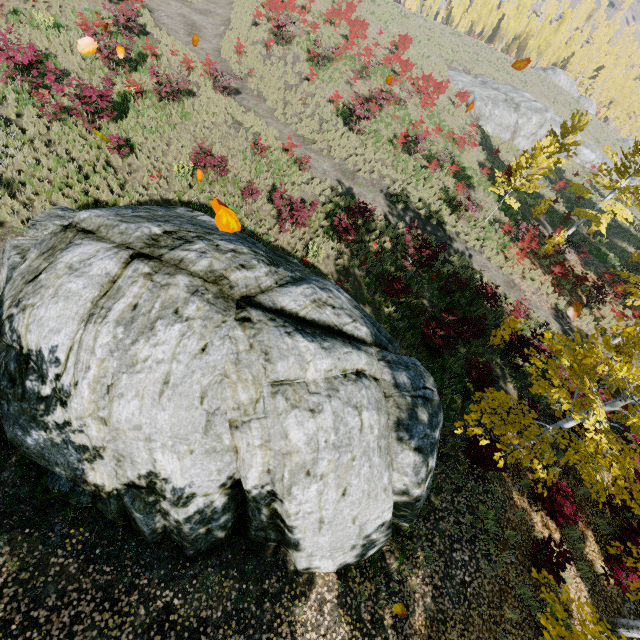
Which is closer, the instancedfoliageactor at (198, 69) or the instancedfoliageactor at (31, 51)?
the instancedfoliageactor at (31, 51)

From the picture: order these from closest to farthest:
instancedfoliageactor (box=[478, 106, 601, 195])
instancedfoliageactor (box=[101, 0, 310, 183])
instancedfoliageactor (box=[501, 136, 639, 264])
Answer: instancedfoliageactor (box=[101, 0, 310, 183]) < instancedfoliageactor (box=[478, 106, 601, 195]) < instancedfoliageactor (box=[501, 136, 639, 264])

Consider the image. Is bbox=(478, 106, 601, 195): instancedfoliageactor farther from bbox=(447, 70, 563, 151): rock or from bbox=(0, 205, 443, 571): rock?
bbox=(447, 70, 563, 151): rock

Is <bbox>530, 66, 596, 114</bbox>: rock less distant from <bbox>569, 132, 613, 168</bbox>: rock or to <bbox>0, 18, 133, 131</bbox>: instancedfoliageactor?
<bbox>0, 18, 133, 131</bbox>: instancedfoliageactor

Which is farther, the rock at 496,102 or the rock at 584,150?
the rock at 584,150

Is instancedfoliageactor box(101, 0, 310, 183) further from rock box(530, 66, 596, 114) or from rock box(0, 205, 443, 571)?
rock box(530, 66, 596, 114)

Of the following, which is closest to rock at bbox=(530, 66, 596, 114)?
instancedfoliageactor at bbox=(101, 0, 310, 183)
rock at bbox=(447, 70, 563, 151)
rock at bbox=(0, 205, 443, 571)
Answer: instancedfoliageactor at bbox=(101, 0, 310, 183)

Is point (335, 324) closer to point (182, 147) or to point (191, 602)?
point (191, 602)
